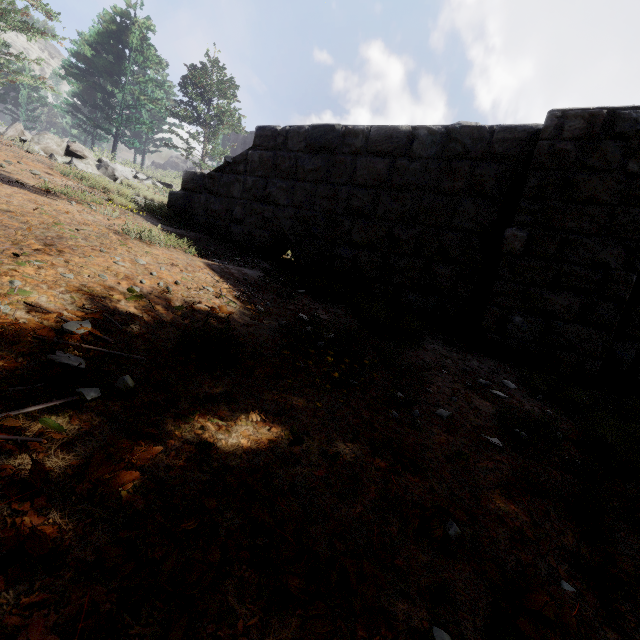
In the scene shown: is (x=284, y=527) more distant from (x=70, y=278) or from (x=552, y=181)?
(x=552, y=181)

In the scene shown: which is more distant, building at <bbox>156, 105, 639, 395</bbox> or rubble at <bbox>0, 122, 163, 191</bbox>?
rubble at <bbox>0, 122, 163, 191</bbox>

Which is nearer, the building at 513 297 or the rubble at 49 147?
the building at 513 297
